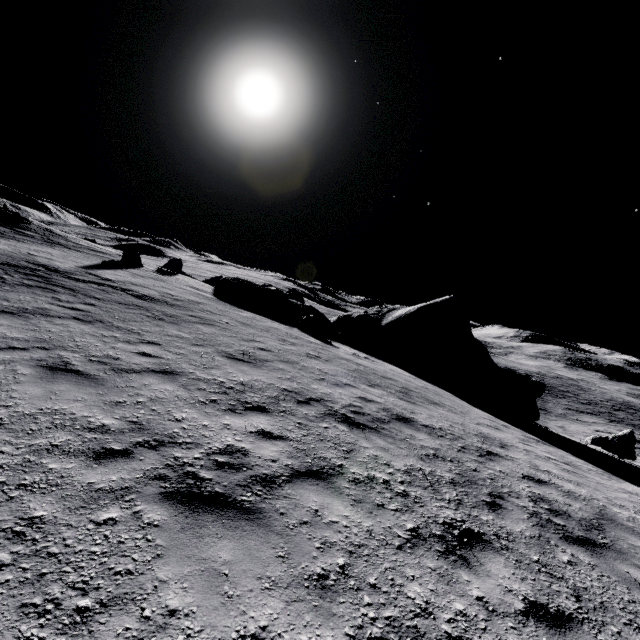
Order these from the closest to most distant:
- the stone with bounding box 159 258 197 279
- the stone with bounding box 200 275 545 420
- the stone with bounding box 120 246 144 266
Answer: the stone with bounding box 200 275 545 420 → the stone with bounding box 120 246 144 266 → the stone with bounding box 159 258 197 279

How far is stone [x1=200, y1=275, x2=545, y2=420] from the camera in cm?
1948

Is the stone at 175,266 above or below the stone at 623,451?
above

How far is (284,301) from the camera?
26.5m

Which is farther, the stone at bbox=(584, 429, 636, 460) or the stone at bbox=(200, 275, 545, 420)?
the stone at bbox=(200, 275, 545, 420)

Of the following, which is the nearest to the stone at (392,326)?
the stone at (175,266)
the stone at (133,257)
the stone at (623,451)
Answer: the stone at (623,451)

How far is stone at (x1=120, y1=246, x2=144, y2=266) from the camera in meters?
23.4 m

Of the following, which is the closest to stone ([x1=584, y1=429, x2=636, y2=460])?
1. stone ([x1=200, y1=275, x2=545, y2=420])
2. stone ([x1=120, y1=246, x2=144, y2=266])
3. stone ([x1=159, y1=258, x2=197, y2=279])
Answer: stone ([x1=200, y1=275, x2=545, y2=420])
